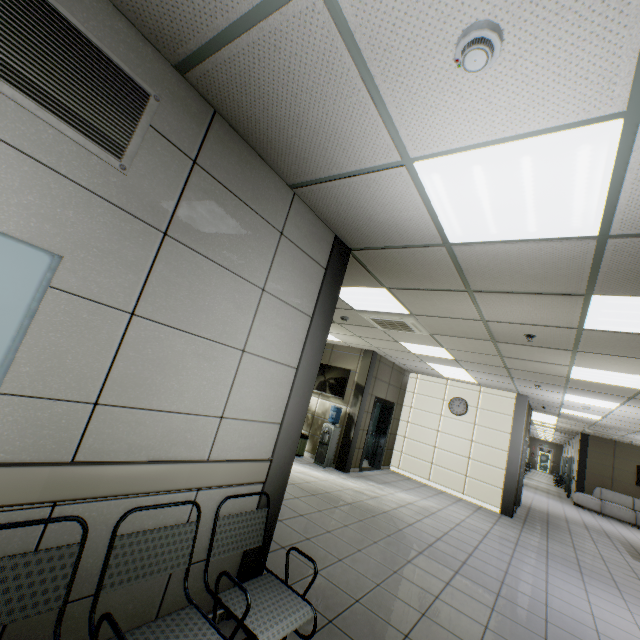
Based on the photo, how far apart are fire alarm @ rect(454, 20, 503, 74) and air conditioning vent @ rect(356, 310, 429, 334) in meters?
3.8 m

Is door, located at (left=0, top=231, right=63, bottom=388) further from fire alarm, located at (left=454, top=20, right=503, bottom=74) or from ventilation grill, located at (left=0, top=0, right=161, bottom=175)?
fire alarm, located at (left=454, top=20, right=503, bottom=74)

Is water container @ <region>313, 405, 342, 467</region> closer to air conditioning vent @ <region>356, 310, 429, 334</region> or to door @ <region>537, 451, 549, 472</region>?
air conditioning vent @ <region>356, 310, 429, 334</region>

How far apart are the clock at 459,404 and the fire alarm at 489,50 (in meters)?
10.12

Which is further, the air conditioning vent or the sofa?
the sofa

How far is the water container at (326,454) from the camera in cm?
824

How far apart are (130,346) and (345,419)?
7.6 meters

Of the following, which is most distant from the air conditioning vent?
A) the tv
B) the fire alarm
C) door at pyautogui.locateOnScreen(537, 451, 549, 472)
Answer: door at pyautogui.locateOnScreen(537, 451, 549, 472)
